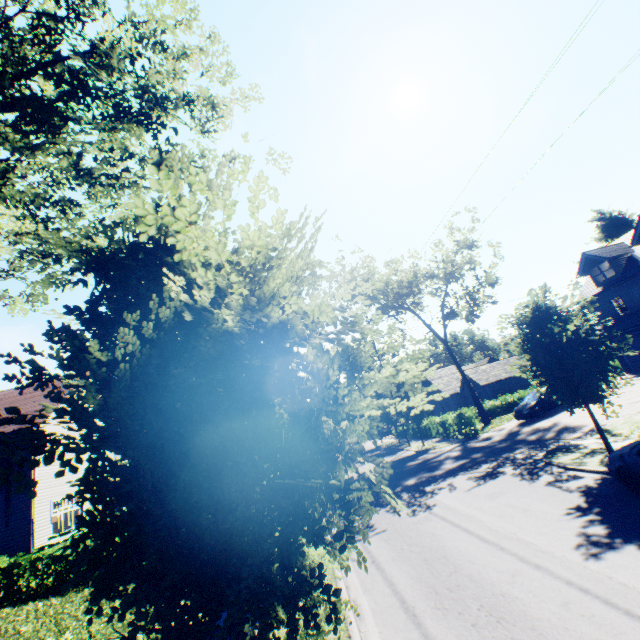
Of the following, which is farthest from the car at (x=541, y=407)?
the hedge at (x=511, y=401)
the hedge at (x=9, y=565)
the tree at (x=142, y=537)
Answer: the hedge at (x=9, y=565)

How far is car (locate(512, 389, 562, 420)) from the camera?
22.1 meters

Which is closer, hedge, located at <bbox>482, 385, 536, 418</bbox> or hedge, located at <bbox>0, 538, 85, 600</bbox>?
hedge, located at <bbox>0, 538, 85, 600</bbox>

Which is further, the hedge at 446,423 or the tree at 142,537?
the hedge at 446,423

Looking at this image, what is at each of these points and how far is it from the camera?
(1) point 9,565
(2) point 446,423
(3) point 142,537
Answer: (1) hedge, 12.8 meters
(2) hedge, 27.6 meters
(3) tree, 2.2 meters

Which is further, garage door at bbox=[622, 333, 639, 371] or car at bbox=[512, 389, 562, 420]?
garage door at bbox=[622, 333, 639, 371]

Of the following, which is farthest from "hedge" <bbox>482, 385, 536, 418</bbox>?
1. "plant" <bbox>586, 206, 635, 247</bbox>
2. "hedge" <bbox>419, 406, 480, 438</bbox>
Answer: "plant" <bbox>586, 206, 635, 247</bbox>

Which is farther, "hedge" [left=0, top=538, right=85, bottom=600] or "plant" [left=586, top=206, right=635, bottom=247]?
"plant" [left=586, top=206, right=635, bottom=247]
